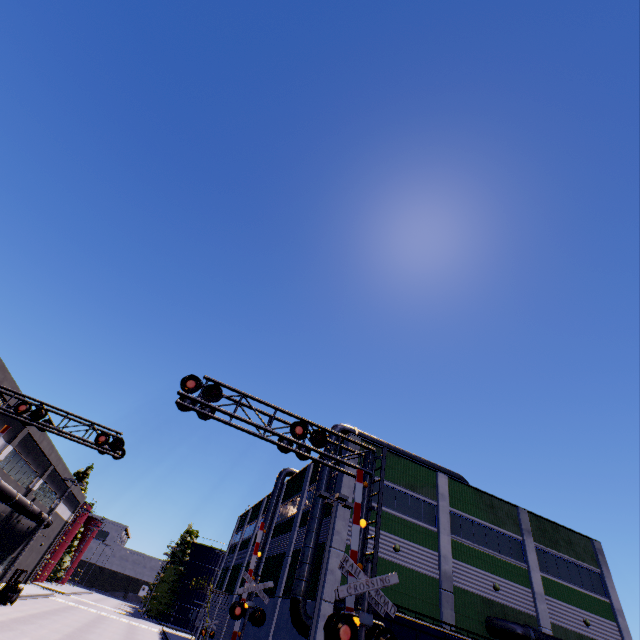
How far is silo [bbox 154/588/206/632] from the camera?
56.6m

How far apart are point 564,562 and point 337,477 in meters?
20.3

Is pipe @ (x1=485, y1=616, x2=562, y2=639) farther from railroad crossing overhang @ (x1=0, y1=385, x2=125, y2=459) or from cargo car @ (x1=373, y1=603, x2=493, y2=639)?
railroad crossing overhang @ (x1=0, y1=385, x2=125, y2=459)

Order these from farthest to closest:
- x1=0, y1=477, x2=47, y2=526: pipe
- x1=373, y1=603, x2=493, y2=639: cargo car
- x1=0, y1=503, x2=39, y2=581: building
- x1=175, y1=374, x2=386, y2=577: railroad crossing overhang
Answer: x1=0, y1=503, x2=39, y2=581: building → x1=0, y1=477, x2=47, y2=526: pipe → x1=373, y1=603, x2=493, y2=639: cargo car → x1=175, y1=374, x2=386, y2=577: railroad crossing overhang

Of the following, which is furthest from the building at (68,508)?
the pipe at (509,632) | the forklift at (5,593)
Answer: the forklift at (5,593)

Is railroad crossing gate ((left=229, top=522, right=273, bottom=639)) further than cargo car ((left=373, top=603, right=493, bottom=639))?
Yes

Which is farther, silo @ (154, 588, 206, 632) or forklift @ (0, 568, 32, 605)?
silo @ (154, 588, 206, 632)

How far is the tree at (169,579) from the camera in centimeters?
5553cm
